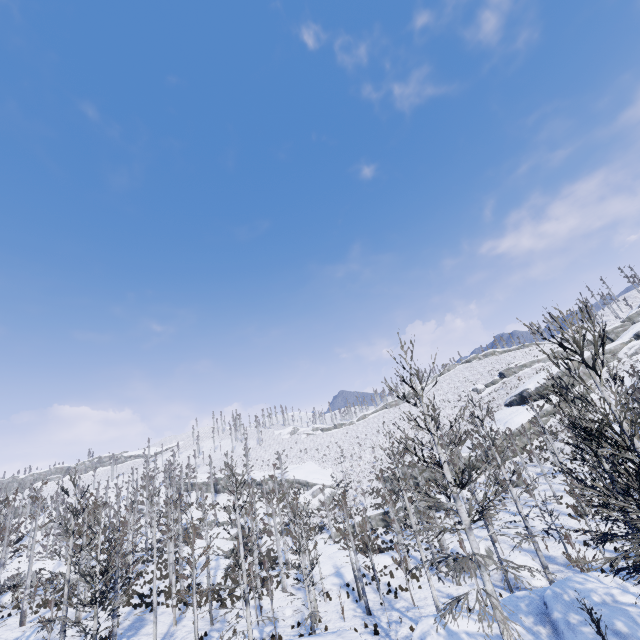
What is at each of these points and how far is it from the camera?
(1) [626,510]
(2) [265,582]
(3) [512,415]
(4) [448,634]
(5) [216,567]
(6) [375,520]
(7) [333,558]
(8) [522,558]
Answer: (1) instancedfoliageactor, 6.8 meters
(2) instancedfoliageactor, 19.7 meters
(3) rock, 51.5 meters
(4) rock, 10.9 meters
(5) rock, 35.1 meters
(6) rock, 45.6 meters
(7) rock, 33.5 meters
(8) rock, 23.0 meters

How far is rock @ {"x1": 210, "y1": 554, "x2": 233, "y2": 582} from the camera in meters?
32.9

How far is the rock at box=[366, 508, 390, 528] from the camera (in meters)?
45.05

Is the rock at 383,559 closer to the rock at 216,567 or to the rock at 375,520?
the rock at 216,567

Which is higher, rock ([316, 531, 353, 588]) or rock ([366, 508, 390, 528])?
rock ([366, 508, 390, 528])

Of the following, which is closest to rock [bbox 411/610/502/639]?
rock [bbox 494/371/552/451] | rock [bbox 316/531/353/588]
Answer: rock [bbox 316/531/353/588]

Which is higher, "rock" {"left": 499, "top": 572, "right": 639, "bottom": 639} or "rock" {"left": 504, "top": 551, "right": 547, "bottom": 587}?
"rock" {"left": 499, "top": 572, "right": 639, "bottom": 639}
